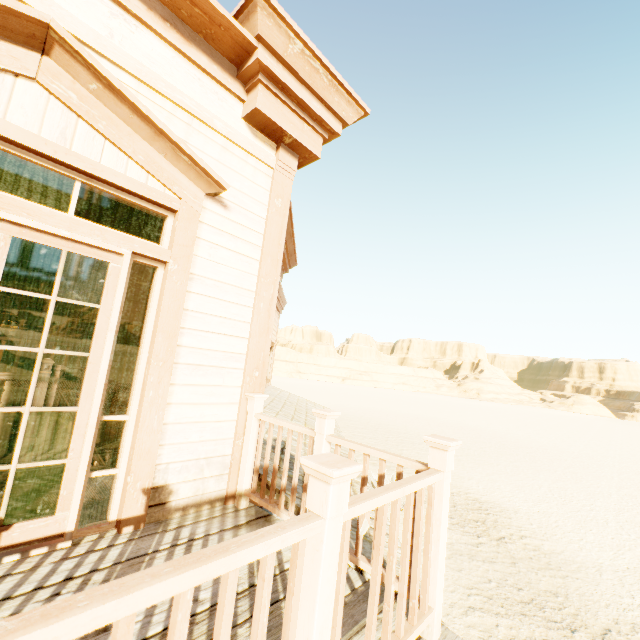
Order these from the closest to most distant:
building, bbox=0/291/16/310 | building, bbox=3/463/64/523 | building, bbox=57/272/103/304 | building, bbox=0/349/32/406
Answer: building, bbox=3/463/64/523 < building, bbox=0/349/32/406 < building, bbox=57/272/103/304 < building, bbox=0/291/16/310

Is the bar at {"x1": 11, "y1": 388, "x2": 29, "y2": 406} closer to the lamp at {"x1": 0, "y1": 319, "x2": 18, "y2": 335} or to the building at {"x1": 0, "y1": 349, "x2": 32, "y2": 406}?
the building at {"x1": 0, "y1": 349, "x2": 32, "y2": 406}

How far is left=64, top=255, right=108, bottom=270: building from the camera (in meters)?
6.90

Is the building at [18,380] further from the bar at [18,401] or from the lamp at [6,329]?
the lamp at [6,329]

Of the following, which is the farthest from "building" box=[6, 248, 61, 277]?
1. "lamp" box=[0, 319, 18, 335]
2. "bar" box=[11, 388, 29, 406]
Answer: "lamp" box=[0, 319, 18, 335]

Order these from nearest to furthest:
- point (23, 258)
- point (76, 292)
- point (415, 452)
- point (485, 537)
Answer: point (23, 258)
point (485, 537)
point (76, 292)
point (415, 452)

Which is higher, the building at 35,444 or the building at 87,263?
the building at 87,263
